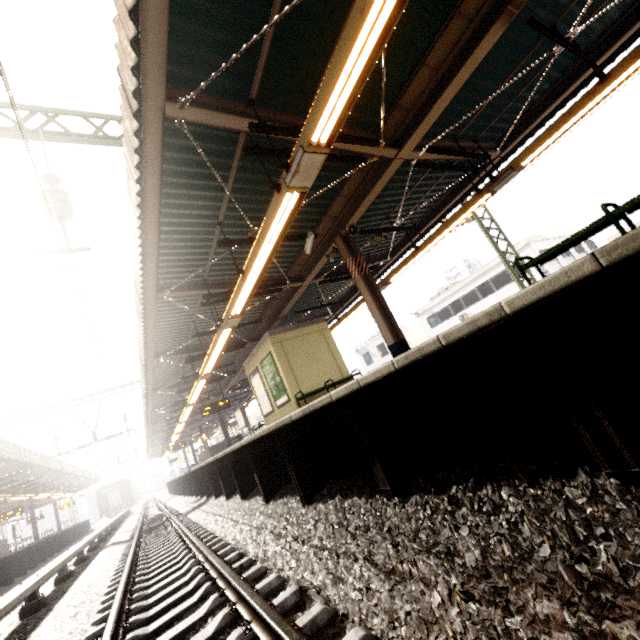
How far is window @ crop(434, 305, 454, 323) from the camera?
29.0m

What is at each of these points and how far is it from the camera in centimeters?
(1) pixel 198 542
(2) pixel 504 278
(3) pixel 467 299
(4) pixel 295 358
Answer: (1) train track, 504cm
(2) window, 2453cm
(3) window, 2734cm
(4) elevator, 1081cm

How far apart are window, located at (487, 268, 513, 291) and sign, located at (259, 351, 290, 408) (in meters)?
21.14

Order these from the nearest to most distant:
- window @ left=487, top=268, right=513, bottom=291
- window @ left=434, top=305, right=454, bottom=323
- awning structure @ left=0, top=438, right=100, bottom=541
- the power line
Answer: the power line, awning structure @ left=0, top=438, right=100, bottom=541, window @ left=487, top=268, right=513, bottom=291, window @ left=434, top=305, right=454, bottom=323

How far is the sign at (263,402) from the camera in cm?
1186

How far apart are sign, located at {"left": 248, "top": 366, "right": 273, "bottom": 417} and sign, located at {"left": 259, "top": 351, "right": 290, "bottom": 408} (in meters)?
0.30

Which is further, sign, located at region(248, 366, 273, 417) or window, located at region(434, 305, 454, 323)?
window, located at region(434, 305, 454, 323)

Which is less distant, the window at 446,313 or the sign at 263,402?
the sign at 263,402
